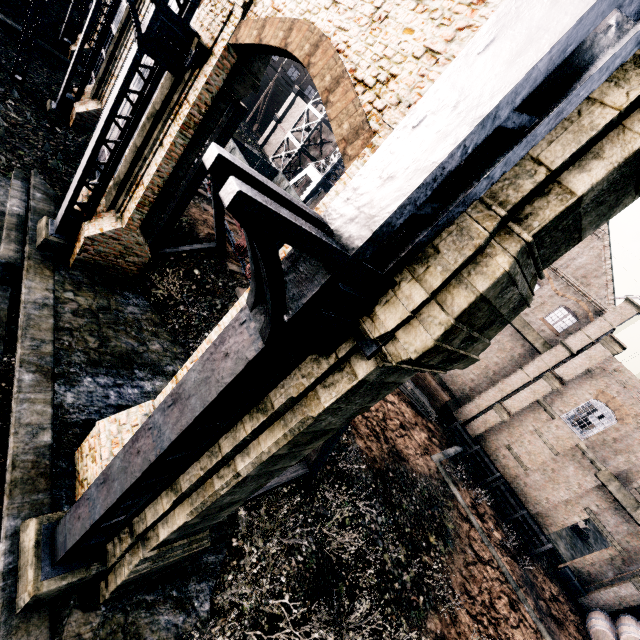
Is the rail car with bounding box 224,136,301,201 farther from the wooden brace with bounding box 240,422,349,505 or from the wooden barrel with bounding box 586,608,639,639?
the wooden barrel with bounding box 586,608,639,639

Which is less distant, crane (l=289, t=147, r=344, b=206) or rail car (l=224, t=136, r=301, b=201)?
rail car (l=224, t=136, r=301, b=201)

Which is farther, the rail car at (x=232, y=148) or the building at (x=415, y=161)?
the rail car at (x=232, y=148)

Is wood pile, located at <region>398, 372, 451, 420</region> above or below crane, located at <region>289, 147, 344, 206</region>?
below

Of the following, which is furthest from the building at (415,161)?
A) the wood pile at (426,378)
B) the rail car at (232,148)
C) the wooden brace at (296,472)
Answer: the rail car at (232,148)

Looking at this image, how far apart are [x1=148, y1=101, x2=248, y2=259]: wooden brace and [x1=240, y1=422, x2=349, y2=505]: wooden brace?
11.7m

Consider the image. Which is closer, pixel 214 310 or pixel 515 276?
pixel 515 276

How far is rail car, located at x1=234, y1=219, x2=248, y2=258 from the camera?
18.31m
